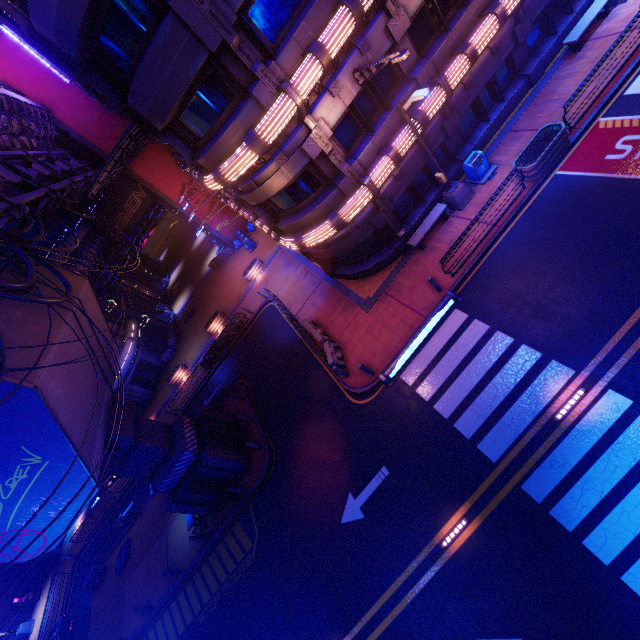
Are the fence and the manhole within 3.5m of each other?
yes

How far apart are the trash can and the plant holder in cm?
116

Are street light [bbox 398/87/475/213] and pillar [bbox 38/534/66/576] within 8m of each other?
no

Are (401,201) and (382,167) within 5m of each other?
yes

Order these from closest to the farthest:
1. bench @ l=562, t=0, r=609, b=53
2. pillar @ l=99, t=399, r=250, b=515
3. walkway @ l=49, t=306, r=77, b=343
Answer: walkway @ l=49, t=306, r=77, b=343 → bench @ l=562, t=0, r=609, b=53 → pillar @ l=99, t=399, r=250, b=515

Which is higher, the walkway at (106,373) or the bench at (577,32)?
the walkway at (106,373)

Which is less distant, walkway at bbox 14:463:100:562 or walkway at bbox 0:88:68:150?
walkway at bbox 14:463:100:562

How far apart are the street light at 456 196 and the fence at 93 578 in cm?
3385
